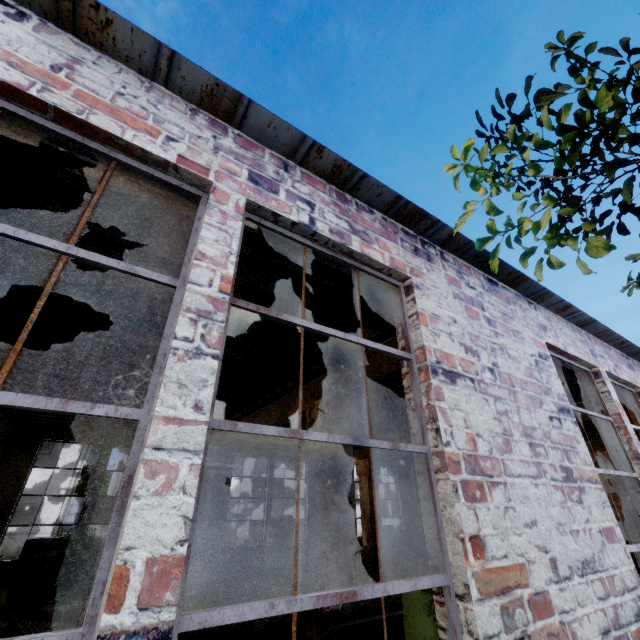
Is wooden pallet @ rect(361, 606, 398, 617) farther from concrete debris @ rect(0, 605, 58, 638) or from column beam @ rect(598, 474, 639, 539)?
column beam @ rect(598, 474, 639, 539)

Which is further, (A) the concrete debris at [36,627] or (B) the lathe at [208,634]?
(A) the concrete debris at [36,627]

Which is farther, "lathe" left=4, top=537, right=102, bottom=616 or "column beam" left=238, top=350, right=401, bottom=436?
"lathe" left=4, top=537, right=102, bottom=616

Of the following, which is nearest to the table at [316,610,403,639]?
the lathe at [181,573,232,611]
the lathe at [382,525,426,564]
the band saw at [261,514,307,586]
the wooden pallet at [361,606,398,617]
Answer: the lathe at [181,573,232,611]

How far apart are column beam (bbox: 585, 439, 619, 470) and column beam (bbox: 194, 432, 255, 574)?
11.3m

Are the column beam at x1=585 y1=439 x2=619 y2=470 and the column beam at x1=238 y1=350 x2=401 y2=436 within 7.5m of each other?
no

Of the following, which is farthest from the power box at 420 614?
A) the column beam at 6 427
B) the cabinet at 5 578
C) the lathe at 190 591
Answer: the cabinet at 5 578

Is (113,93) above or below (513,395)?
above
